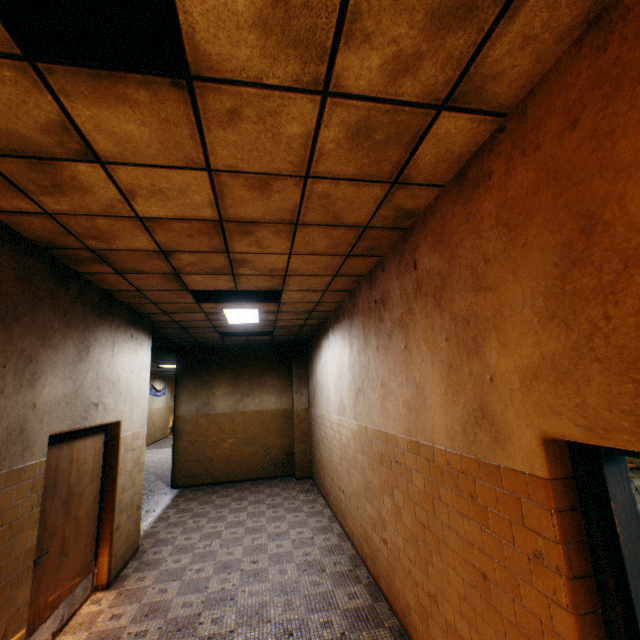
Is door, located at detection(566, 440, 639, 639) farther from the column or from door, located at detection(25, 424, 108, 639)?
the column

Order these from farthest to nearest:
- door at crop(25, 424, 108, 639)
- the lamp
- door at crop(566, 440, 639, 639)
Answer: the lamp < door at crop(25, 424, 108, 639) < door at crop(566, 440, 639, 639)

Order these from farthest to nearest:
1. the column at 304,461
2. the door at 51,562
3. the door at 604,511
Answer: the column at 304,461, the door at 51,562, the door at 604,511

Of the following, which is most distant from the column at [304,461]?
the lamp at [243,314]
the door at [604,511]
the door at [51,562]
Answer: the door at [604,511]

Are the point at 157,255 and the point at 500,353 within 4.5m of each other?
yes

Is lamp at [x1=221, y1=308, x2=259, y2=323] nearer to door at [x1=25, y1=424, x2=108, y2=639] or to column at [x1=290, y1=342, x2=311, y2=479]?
door at [x1=25, y1=424, x2=108, y2=639]

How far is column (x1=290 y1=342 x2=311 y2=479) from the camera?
9.34m
